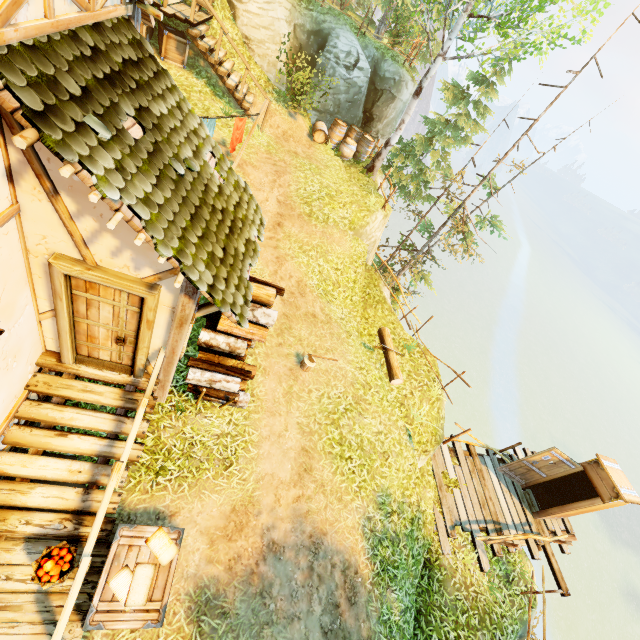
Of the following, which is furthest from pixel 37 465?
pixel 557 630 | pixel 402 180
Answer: pixel 557 630

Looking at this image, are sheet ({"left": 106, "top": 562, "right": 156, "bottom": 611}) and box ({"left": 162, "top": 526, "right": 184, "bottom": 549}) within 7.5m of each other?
yes

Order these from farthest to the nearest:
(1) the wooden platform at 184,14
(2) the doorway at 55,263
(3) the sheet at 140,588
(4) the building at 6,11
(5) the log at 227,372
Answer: (1) the wooden platform at 184,14 < (5) the log at 227,372 < (3) the sheet at 140,588 < (2) the doorway at 55,263 < (4) the building at 6,11

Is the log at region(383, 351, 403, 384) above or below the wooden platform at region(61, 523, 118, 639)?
above

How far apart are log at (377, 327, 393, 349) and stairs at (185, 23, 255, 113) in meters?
9.7 m

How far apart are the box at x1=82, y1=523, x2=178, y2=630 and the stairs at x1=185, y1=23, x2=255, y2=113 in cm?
1270

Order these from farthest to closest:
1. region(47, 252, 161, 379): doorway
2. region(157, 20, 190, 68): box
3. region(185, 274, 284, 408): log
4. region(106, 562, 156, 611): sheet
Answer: region(157, 20, 190, 68): box
region(185, 274, 284, 408): log
region(106, 562, 156, 611): sheet
region(47, 252, 161, 379): doorway

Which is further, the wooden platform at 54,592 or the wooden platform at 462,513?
the wooden platform at 462,513
